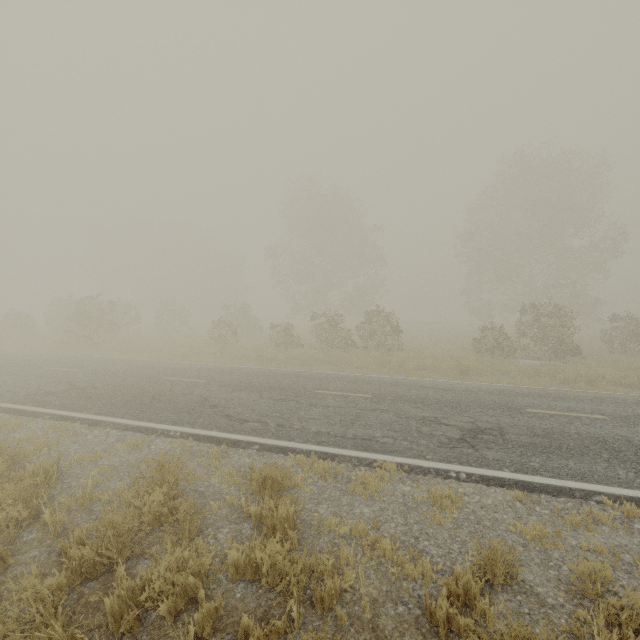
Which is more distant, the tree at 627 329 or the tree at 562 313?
the tree at 627 329

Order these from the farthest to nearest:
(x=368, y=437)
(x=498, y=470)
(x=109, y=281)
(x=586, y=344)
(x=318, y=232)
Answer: (x=109, y=281)
(x=318, y=232)
(x=586, y=344)
(x=368, y=437)
(x=498, y=470)

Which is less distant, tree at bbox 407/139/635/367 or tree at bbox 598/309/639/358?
tree at bbox 407/139/635/367
